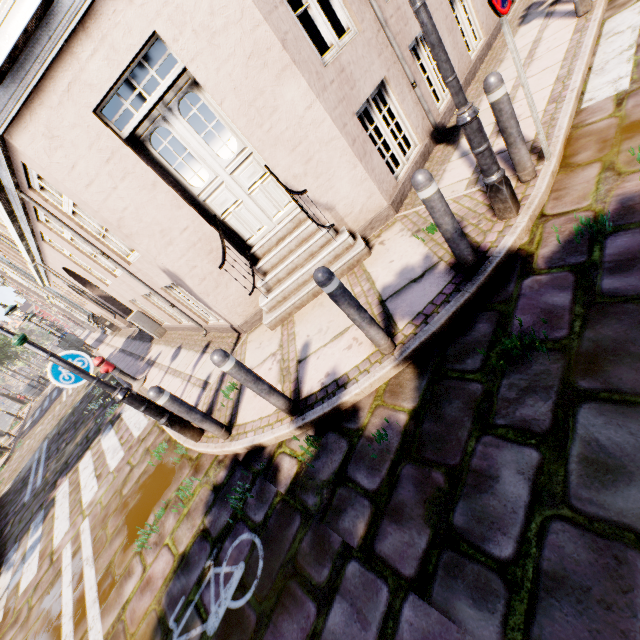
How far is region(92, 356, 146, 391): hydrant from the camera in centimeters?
764cm

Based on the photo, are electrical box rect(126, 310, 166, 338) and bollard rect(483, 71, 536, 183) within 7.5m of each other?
no

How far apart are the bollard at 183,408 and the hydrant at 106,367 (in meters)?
5.09

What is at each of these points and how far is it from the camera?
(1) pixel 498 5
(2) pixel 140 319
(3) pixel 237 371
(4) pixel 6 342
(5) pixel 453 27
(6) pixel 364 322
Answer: (1) sign, 2.6 meters
(2) electrical box, 9.7 meters
(3) bollard, 3.0 meters
(4) tree, 38.0 meters
(5) building, 6.1 meters
(6) bollard, 2.9 meters

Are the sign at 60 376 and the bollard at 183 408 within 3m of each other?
yes

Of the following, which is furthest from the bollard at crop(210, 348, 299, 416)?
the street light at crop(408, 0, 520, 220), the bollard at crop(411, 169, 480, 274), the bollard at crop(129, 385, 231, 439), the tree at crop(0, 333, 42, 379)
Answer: the tree at crop(0, 333, 42, 379)

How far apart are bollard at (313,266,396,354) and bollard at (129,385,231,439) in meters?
2.2

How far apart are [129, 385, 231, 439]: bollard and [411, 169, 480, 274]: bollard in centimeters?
329cm
